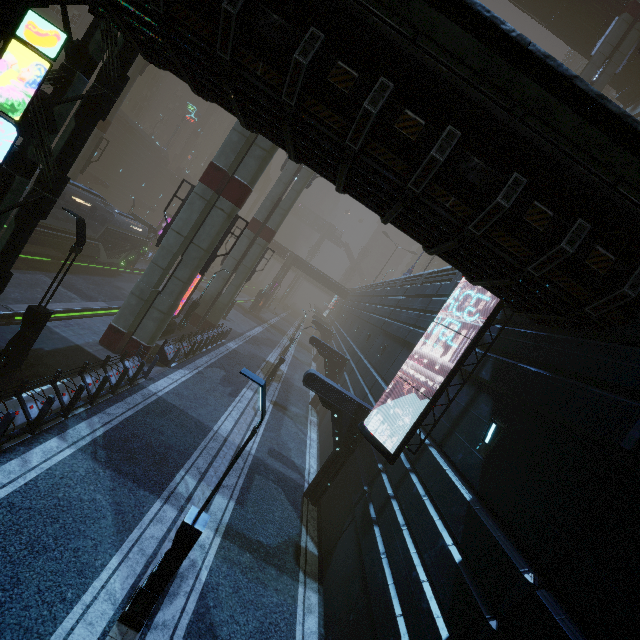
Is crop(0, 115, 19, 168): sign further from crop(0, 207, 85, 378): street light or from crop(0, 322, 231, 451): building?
crop(0, 207, 85, 378): street light

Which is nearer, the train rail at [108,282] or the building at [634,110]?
the train rail at [108,282]

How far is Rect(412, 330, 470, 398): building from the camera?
11.03m

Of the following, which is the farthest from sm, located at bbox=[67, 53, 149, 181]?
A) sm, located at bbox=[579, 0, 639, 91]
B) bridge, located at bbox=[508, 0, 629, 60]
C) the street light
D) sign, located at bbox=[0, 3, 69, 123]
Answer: sm, located at bbox=[579, 0, 639, 91]

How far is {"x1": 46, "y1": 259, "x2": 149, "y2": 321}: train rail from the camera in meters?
18.1 m

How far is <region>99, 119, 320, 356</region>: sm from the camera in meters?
14.8

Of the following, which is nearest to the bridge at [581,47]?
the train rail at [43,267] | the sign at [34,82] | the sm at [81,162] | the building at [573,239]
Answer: the sm at [81,162]

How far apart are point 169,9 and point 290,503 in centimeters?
1504cm
